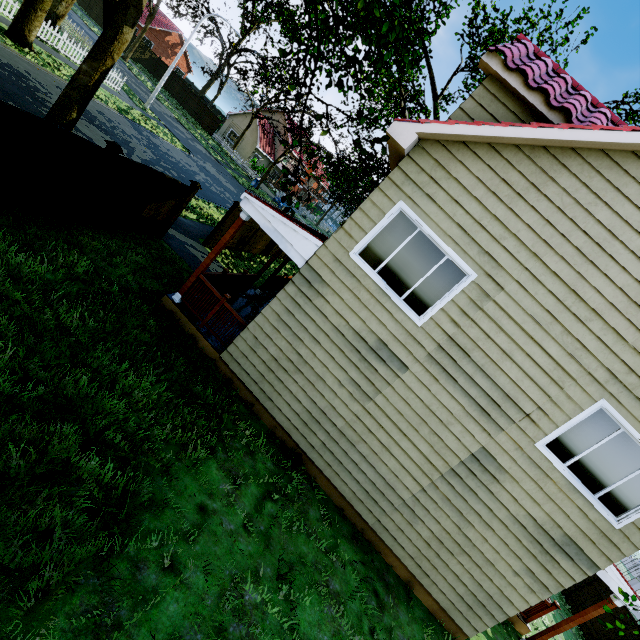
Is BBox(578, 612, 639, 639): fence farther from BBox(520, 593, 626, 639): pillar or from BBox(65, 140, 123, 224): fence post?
BBox(65, 140, 123, 224): fence post

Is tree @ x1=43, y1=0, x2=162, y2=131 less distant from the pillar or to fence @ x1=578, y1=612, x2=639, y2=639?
the pillar

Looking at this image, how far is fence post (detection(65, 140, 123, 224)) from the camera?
7.1 meters

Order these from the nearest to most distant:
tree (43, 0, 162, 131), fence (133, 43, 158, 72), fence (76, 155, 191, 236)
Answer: fence (76, 155, 191, 236), tree (43, 0, 162, 131), fence (133, 43, 158, 72)

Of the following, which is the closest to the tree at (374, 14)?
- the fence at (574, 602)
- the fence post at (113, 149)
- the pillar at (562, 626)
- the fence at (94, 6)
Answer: the fence at (94, 6)

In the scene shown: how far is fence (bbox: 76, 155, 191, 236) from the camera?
7.74m

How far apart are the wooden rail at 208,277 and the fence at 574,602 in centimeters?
1803cm

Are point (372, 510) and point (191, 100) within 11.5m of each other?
no
